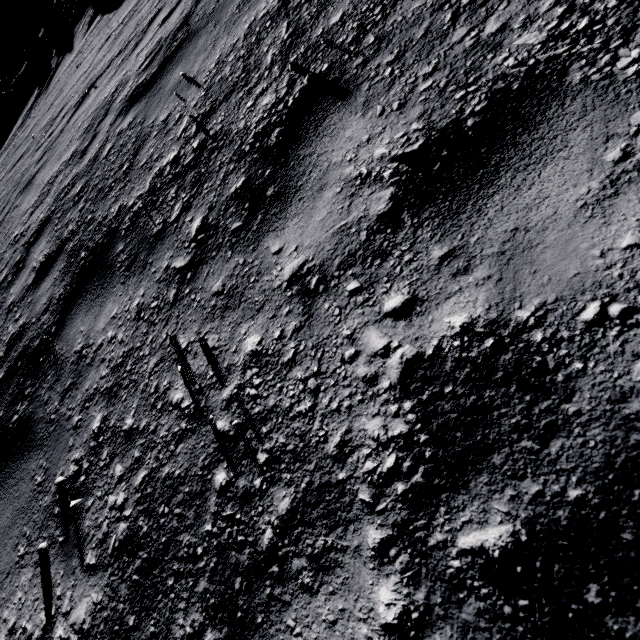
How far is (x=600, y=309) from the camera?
0.79m
